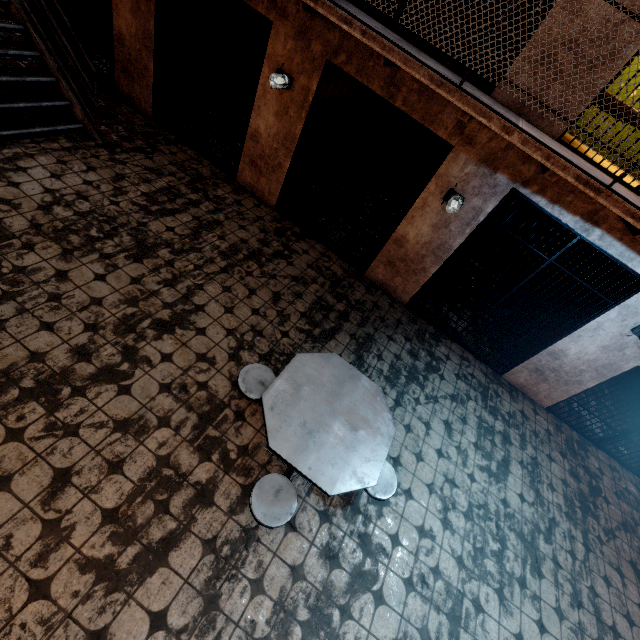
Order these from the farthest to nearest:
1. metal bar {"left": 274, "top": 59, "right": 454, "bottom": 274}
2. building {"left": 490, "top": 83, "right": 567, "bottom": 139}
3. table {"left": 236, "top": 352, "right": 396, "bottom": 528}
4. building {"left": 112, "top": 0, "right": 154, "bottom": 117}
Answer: building {"left": 112, "top": 0, "right": 154, "bottom": 117} → metal bar {"left": 274, "top": 59, "right": 454, "bottom": 274} → building {"left": 490, "top": 83, "right": 567, "bottom": 139} → table {"left": 236, "top": 352, "right": 396, "bottom": 528}

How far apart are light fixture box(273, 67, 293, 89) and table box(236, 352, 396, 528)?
3.90m

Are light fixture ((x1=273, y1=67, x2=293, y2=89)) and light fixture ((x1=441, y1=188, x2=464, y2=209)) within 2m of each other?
no

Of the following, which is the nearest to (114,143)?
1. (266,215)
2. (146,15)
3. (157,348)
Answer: (146,15)

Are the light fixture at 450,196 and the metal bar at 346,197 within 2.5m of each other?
yes

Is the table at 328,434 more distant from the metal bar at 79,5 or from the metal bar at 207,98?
the metal bar at 79,5

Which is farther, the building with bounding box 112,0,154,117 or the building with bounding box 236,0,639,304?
the building with bounding box 112,0,154,117

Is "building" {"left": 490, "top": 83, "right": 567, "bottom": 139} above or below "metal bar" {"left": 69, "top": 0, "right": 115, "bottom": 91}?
above
